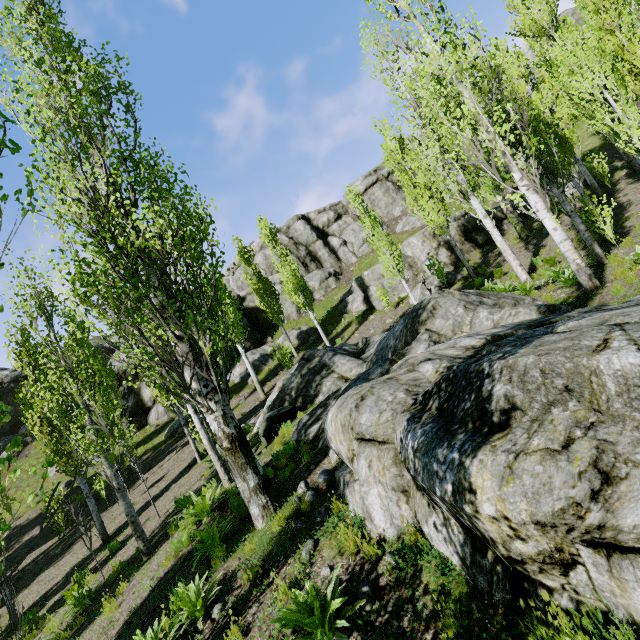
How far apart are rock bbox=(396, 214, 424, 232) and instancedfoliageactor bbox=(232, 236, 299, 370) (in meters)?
16.60

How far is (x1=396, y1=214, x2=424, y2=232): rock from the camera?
33.7 meters

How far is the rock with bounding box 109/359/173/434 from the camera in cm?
2425

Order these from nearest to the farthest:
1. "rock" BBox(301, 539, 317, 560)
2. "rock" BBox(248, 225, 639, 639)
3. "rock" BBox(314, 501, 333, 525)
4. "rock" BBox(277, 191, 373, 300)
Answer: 1. "rock" BBox(248, 225, 639, 639)
2. "rock" BBox(301, 539, 317, 560)
3. "rock" BBox(314, 501, 333, 525)
4. "rock" BBox(277, 191, 373, 300)

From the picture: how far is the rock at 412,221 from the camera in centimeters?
3369cm

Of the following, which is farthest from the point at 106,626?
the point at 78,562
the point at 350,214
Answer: the point at 350,214

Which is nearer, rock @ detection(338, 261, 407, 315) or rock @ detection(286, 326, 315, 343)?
rock @ detection(338, 261, 407, 315)

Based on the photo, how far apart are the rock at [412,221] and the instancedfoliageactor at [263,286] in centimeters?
1660cm
